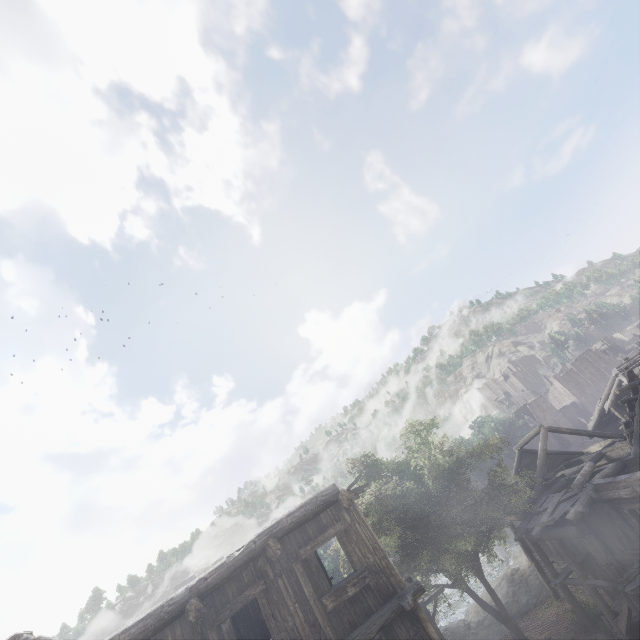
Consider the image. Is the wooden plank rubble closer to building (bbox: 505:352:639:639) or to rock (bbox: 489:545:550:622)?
building (bbox: 505:352:639:639)

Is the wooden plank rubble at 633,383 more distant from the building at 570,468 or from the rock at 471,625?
the rock at 471,625

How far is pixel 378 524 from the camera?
18.8m
